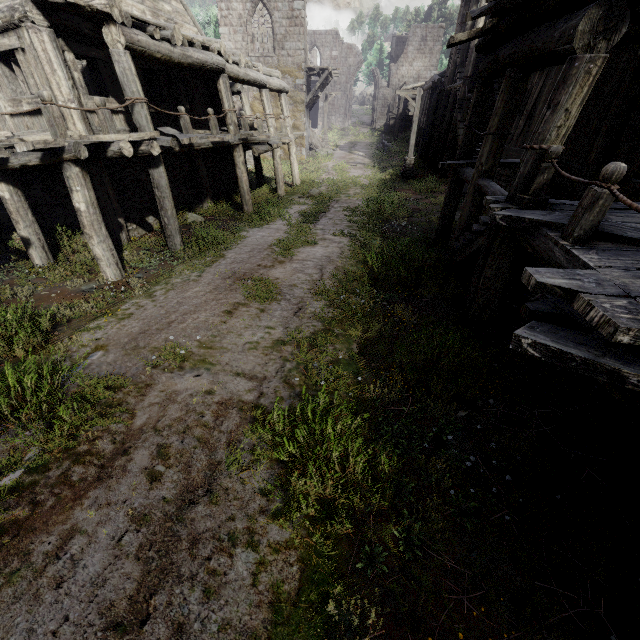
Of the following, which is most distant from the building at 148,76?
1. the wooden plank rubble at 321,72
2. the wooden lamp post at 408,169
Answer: the wooden lamp post at 408,169

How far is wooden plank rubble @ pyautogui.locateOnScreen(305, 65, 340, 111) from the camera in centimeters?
2412cm

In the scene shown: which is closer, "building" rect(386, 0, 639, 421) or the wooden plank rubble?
"building" rect(386, 0, 639, 421)

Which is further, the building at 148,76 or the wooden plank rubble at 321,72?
the wooden plank rubble at 321,72

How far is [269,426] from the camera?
3.63m

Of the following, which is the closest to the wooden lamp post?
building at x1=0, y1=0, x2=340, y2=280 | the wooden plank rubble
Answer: building at x1=0, y1=0, x2=340, y2=280
